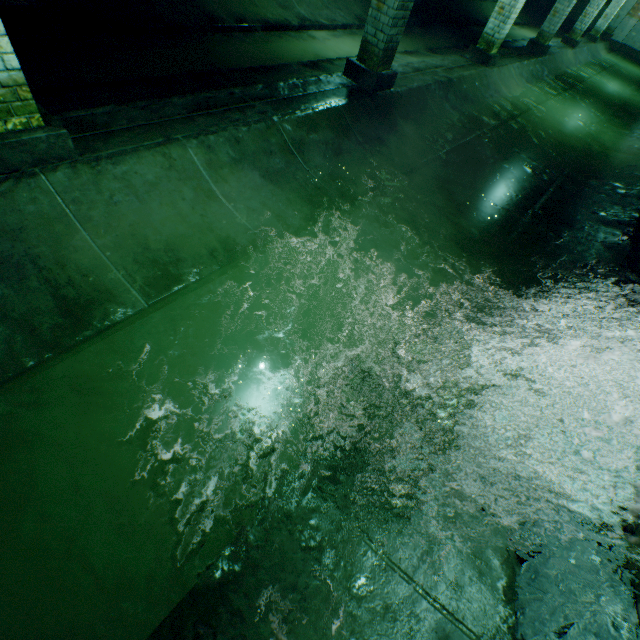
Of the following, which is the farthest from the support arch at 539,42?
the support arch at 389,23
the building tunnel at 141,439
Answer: the support arch at 389,23

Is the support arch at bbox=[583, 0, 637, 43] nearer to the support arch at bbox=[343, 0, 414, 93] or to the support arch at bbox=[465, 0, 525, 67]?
the support arch at bbox=[465, 0, 525, 67]

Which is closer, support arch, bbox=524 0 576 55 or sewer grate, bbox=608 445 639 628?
sewer grate, bbox=608 445 639 628

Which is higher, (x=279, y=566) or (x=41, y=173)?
(x=41, y=173)

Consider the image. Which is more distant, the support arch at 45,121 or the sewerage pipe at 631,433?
the support arch at 45,121

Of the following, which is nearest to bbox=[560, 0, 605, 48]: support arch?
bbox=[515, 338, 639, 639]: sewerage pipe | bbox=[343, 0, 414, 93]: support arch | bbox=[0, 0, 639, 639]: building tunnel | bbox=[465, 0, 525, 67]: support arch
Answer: bbox=[0, 0, 639, 639]: building tunnel

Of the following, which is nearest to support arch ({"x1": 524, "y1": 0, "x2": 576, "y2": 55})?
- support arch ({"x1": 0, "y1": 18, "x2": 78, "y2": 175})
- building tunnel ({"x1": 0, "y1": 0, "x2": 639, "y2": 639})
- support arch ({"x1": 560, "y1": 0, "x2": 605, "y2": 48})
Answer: building tunnel ({"x1": 0, "y1": 0, "x2": 639, "y2": 639})

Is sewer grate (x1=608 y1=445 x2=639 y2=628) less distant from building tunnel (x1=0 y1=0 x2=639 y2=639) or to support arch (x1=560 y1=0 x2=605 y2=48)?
building tunnel (x1=0 y1=0 x2=639 y2=639)
